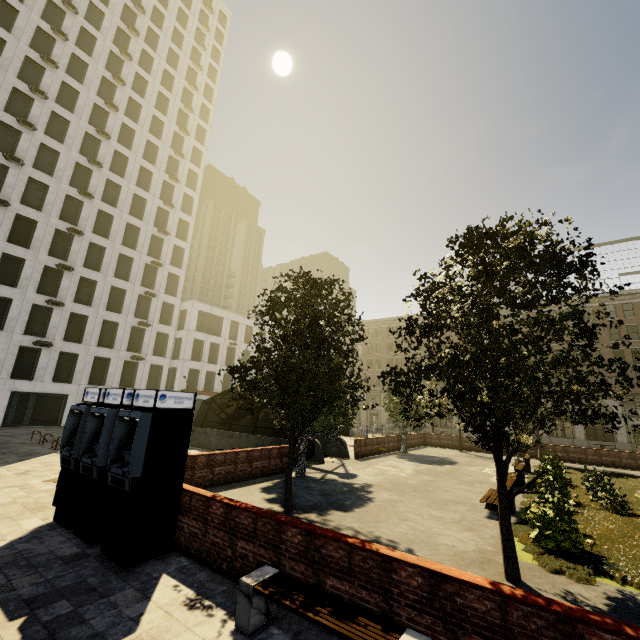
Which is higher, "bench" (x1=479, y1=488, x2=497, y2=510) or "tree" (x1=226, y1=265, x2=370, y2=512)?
"tree" (x1=226, y1=265, x2=370, y2=512)

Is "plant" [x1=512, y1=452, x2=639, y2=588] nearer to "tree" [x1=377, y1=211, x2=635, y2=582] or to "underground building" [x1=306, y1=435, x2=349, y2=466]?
"tree" [x1=377, y1=211, x2=635, y2=582]

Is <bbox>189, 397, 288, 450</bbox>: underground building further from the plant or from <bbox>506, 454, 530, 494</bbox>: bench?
the plant

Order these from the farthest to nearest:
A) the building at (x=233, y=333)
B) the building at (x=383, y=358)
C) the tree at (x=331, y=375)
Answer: the building at (x=383, y=358) → the building at (x=233, y=333) → the tree at (x=331, y=375)

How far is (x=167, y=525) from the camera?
6.8m

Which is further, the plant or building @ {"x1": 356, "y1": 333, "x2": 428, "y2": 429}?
building @ {"x1": 356, "y1": 333, "x2": 428, "y2": 429}

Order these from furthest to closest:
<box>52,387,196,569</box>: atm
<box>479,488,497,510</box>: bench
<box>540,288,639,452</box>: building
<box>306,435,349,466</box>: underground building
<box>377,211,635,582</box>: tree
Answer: <box>540,288,639,452</box>: building
<box>306,435,349,466</box>: underground building
<box>479,488,497,510</box>: bench
<box>52,387,196,569</box>: atm
<box>377,211,635,582</box>: tree

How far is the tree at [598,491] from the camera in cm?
1176
